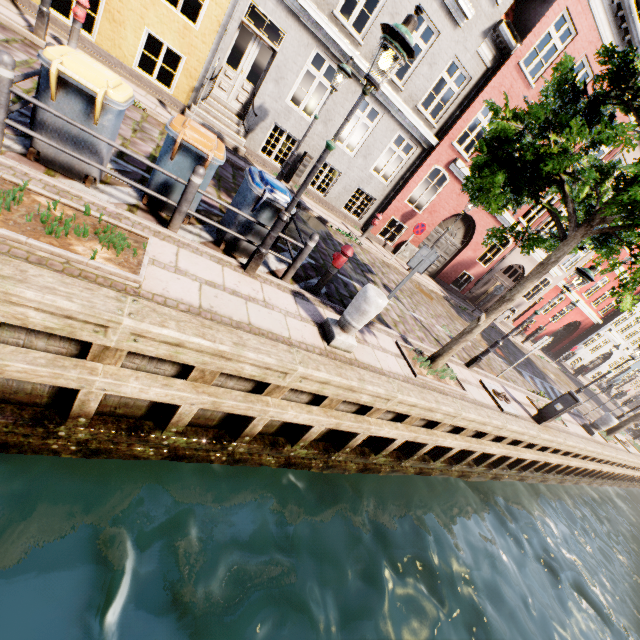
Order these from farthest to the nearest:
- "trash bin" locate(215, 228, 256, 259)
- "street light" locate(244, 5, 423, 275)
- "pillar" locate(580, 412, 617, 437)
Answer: "pillar" locate(580, 412, 617, 437)
"trash bin" locate(215, 228, 256, 259)
"street light" locate(244, 5, 423, 275)

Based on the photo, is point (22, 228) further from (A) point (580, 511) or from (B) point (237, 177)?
(A) point (580, 511)

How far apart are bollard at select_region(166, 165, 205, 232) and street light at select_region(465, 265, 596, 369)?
8.06m

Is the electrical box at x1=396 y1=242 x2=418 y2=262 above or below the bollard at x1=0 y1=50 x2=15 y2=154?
below

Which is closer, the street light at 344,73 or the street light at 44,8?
the street light at 44,8

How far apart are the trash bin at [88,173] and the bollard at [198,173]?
1.0 meters

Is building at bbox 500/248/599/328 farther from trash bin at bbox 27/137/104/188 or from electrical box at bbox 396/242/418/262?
trash bin at bbox 27/137/104/188

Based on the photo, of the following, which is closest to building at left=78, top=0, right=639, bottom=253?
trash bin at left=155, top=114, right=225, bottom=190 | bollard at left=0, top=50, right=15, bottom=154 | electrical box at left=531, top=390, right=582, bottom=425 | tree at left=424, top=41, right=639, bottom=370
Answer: tree at left=424, top=41, right=639, bottom=370
